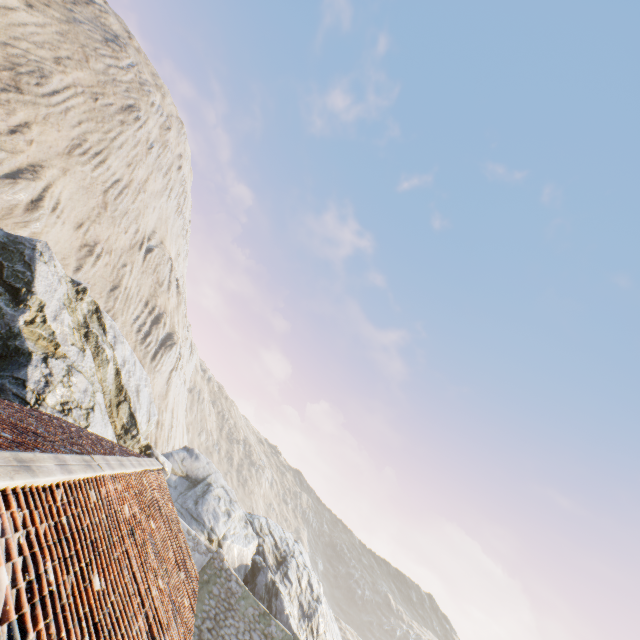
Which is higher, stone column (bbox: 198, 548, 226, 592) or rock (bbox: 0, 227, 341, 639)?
rock (bbox: 0, 227, 341, 639)

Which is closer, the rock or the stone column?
the rock

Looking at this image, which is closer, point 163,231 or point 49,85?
point 49,85

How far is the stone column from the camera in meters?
17.5

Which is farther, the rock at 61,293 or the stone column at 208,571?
the stone column at 208,571

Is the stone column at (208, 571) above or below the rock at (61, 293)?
below
